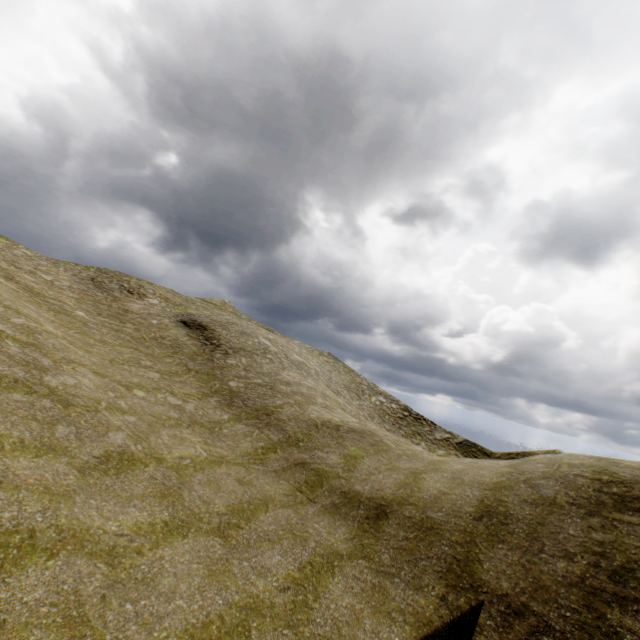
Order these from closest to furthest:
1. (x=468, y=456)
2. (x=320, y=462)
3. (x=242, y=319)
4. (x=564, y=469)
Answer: (x=564, y=469) → (x=320, y=462) → (x=468, y=456) → (x=242, y=319)
